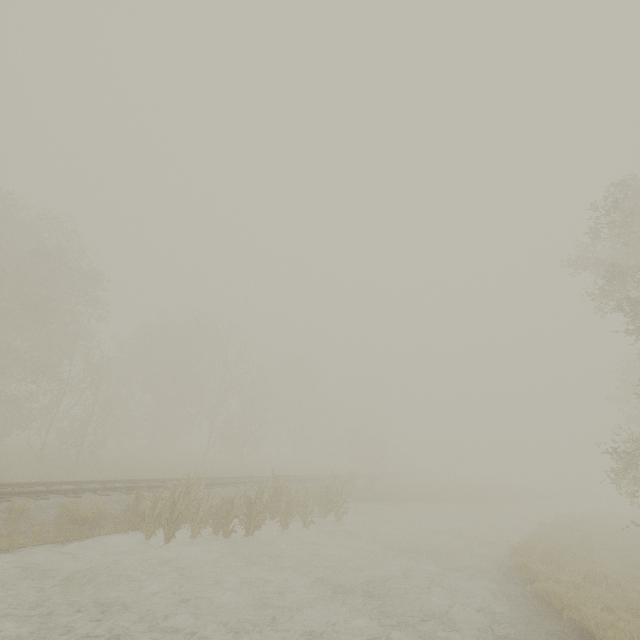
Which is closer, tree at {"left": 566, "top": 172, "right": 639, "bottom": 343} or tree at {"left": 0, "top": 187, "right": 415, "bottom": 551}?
tree at {"left": 566, "top": 172, "right": 639, "bottom": 343}

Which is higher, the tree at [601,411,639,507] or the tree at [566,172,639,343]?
the tree at [566,172,639,343]

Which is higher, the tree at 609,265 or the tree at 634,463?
the tree at 609,265

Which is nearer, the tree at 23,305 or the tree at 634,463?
the tree at 634,463

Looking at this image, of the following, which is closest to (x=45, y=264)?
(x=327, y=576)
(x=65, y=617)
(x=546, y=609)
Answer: (x=65, y=617)
